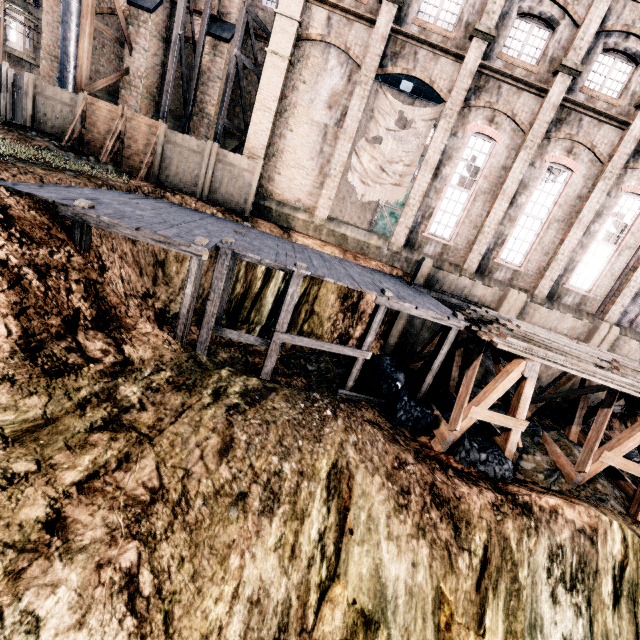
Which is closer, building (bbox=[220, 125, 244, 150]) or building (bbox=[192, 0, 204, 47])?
building (bbox=[192, 0, 204, 47])

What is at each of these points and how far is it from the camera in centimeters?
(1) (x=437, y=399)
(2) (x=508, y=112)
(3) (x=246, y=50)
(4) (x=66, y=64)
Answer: (1) coal pile, 1387cm
(2) building, 1628cm
(3) building, 1977cm
(4) silo, 1738cm

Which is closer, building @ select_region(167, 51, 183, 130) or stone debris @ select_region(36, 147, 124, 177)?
stone debris @ select_region(36, 147, 124, 177)

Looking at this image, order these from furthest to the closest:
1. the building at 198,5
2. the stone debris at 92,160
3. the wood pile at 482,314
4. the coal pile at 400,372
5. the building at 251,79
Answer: the building at 251,79 → the building at 198,5 → the stone debris at 92,160 → the coal pile at 400,372 → the wood pile at 482,314

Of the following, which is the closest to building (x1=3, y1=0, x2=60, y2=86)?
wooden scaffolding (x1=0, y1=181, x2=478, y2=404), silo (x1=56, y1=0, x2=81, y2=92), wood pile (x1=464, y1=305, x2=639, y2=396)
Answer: silo (x1=56, y1=0, x2=81, y2=92)

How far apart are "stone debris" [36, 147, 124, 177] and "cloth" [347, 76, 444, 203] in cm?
1070

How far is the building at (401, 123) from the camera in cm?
3288

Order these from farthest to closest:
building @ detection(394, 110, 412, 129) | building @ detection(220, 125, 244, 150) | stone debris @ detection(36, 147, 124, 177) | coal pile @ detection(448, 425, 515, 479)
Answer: building @ detection(394, 110, 412, 129), building @ detection(220, 125, 244, 150), stone debris @ detection(36, 147, 124, 177), coal pile @ detection(448, 425, 515, 479)
